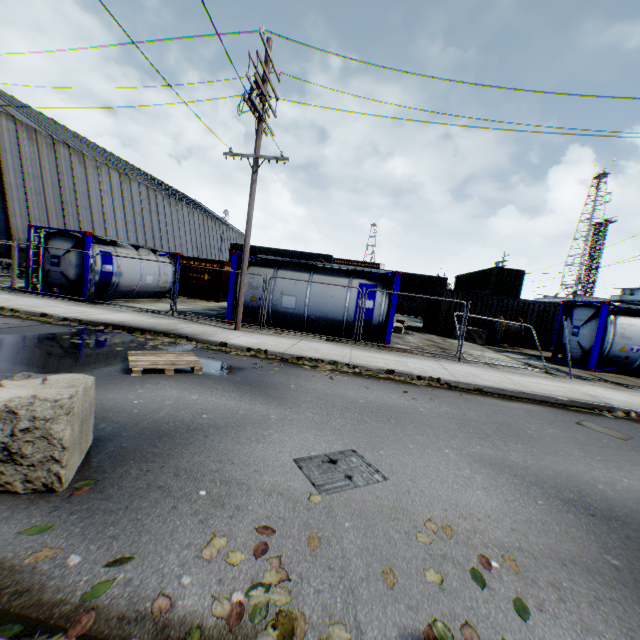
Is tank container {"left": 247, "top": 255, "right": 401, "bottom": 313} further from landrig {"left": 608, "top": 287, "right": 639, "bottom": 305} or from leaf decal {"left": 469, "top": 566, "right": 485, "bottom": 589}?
landrig {"left": 608, "top": 287, "right": 639, "bottom": 305}

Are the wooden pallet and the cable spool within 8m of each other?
no

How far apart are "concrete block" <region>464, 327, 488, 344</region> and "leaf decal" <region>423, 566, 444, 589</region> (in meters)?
18.30

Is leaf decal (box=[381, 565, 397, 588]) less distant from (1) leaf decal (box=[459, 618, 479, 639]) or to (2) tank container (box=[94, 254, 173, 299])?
(1) leaf decal (box=[459, 618, 479, 639])

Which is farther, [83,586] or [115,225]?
[115,225]

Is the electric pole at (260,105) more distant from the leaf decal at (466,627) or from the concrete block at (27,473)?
the leaf decal at (466,627)

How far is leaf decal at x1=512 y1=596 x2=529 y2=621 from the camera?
2.2 meters

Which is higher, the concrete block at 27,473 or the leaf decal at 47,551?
the concrete block at 27,473
